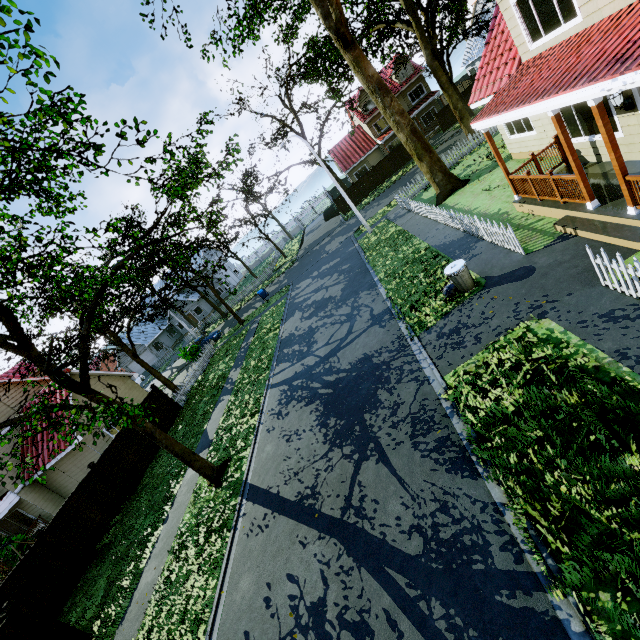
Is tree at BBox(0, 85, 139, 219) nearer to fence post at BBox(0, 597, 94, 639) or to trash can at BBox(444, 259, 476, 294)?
fence post at BBox(0, 597, 94, 639)

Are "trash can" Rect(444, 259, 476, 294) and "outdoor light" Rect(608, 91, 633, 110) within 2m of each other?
no

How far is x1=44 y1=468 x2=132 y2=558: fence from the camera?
12.60m

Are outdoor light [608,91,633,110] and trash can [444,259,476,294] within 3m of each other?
no

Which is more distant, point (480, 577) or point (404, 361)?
point (404, 361)

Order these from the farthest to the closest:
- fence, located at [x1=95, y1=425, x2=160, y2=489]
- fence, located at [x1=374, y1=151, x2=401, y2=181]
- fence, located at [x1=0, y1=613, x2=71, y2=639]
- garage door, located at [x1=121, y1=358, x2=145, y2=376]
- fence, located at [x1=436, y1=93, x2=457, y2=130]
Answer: garage door, located at [x1=121, y1=358, x2=145, y2=376] < fence, located at [x1=374, y1=151, x2=401, y2=181] < fence, located at [x1=436, y1=93, x2=457, y2=130] < fence, located at [x1=95, y1=425, x2=160, y2=489] < fence, located at [x1=0, y1=613, x2=71, y2=639]

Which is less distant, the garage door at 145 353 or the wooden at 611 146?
the wooden at 611 146

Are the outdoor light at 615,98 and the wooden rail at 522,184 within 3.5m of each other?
yes
